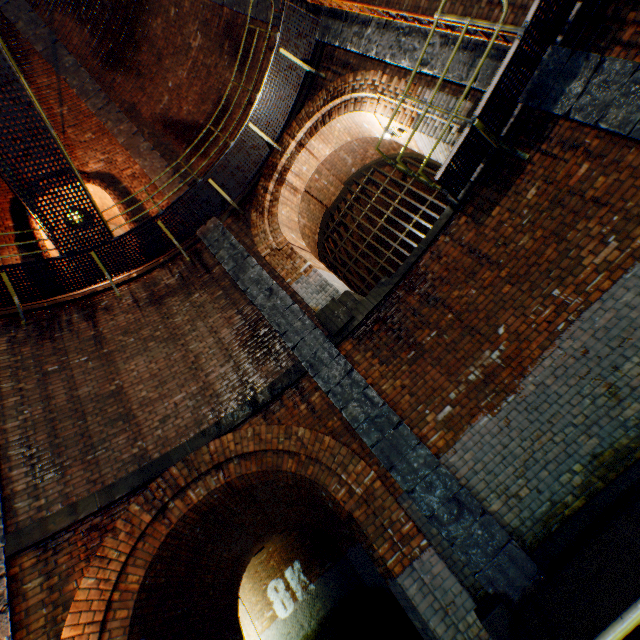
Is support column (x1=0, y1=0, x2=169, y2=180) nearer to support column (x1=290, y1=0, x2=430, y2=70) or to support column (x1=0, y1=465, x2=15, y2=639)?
support column (x1=290, y1=0, x2=430, y2=70)

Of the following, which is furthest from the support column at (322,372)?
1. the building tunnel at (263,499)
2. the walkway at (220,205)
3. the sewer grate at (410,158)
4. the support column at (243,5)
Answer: the support column at (243,5)

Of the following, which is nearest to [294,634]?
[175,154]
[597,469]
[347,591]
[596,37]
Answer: [347,591]

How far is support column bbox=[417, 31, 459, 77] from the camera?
5.23m

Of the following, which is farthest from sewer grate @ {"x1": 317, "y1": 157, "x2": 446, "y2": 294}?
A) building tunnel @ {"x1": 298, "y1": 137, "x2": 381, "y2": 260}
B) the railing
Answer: the railing

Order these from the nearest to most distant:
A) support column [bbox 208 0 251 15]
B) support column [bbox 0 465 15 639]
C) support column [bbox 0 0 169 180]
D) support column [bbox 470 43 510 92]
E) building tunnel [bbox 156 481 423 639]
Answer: support column [bbox 0 465 15 639] < support column [bbox 470 43 510 92] < building tunnel [bbox 156 481 423 639] < support column [bbox 208 0 251 15] < support column [bbox 0 0 169 180]

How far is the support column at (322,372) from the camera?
3.97m

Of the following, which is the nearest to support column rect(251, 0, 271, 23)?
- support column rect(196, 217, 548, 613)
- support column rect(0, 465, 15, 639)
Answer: support column rect(196, 217, 548, 613)
